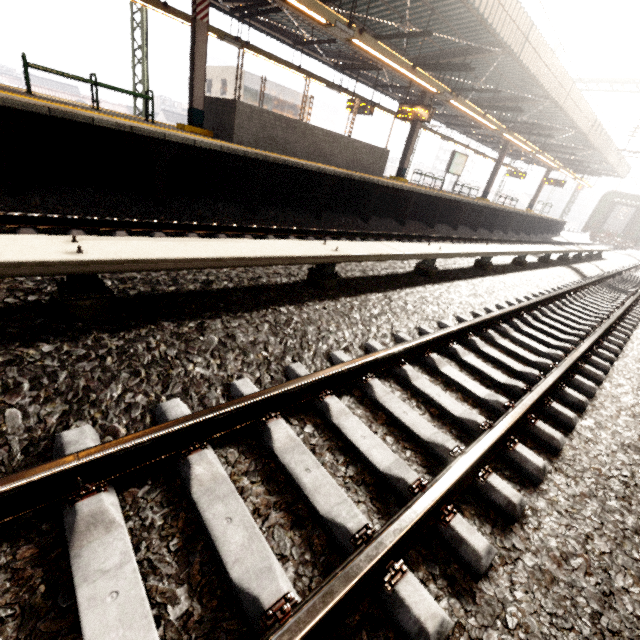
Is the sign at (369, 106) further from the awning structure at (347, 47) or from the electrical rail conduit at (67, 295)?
the electrical rail conduit at (67, 295)

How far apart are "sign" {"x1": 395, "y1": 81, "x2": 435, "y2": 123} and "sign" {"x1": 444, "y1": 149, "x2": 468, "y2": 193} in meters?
6.0 m

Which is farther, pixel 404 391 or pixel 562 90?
pixel 562 90

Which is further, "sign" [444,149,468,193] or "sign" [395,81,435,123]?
"sign" [444,149,468,193]

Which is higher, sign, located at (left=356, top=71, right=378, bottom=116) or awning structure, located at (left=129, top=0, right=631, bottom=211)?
awning structure, located at (left=129, top=0, right=631, bottom=211)

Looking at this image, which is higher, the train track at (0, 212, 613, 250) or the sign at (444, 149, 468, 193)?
the sign at (444, 149, 468, 193)

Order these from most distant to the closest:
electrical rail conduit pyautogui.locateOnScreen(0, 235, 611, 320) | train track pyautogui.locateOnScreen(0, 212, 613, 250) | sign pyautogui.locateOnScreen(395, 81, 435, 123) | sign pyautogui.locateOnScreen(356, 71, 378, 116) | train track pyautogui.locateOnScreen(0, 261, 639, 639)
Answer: sign pyautogui.locateOnScreen(356, 71, 378, 116) → sign pyautogui.locateOnScreen(395, 81, 435, 123) → train track pyautogui.locateOnScreen(0, 212, 613, 250) → electrical rail conduit pyautogui.locateOnScreen(0, 235, 611, 320) → train track pyautogui.locateOnScreen(0, 261, 639, 639)

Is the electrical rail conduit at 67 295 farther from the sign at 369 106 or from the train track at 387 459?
the sign at 369 106
